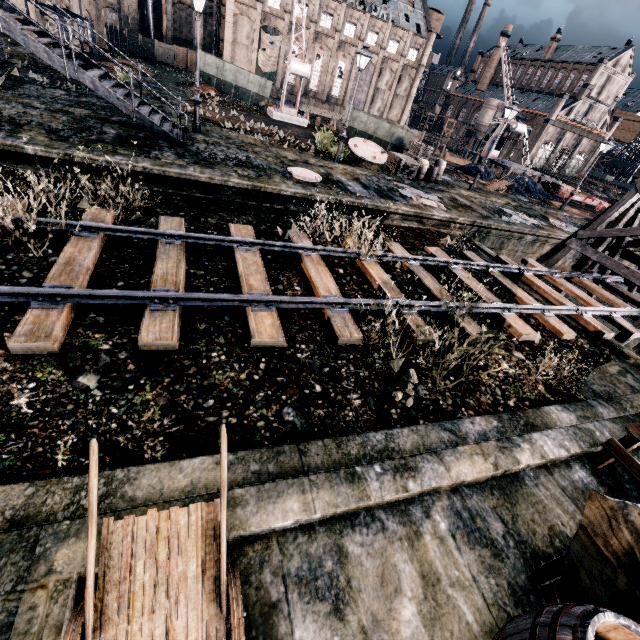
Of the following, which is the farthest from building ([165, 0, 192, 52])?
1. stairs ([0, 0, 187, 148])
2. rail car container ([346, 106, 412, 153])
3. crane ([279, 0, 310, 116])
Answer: rail car container ([346, 106, 412, 153])

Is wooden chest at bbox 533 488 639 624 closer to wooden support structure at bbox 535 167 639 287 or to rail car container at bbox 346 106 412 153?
wooden support structure at bbox 535 167 639 287

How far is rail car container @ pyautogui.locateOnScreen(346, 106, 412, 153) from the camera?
25.2m

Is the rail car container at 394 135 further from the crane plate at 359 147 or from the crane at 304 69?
the crane at 304 69

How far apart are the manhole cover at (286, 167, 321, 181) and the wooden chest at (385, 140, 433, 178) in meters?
8.2 m

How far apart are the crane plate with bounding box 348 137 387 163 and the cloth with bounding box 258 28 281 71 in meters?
45.1 m

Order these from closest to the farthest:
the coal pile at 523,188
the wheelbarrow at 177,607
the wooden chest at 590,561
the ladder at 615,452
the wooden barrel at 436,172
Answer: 1. the wheelbarrow at 177,607
2. the wooden chest at 590,561
3. the ladder at 615,452
4. the wooden barrel at 436,172
5. the coal pile at 523,188

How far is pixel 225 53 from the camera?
52.9m
